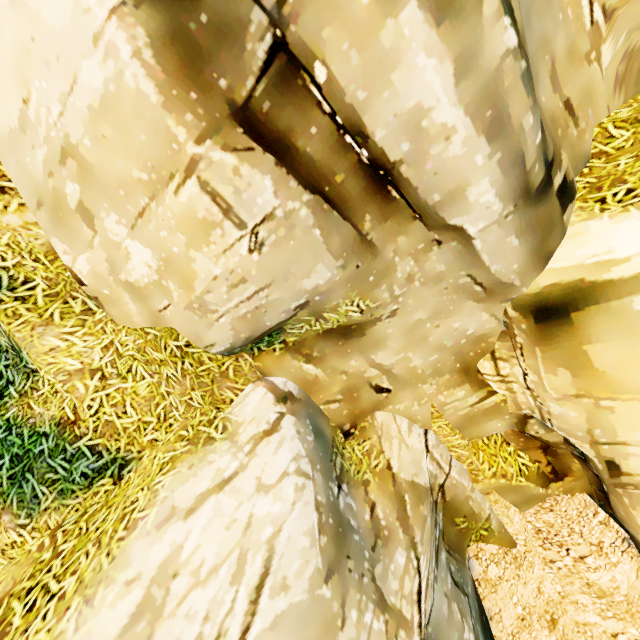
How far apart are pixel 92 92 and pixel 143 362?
2.7m
